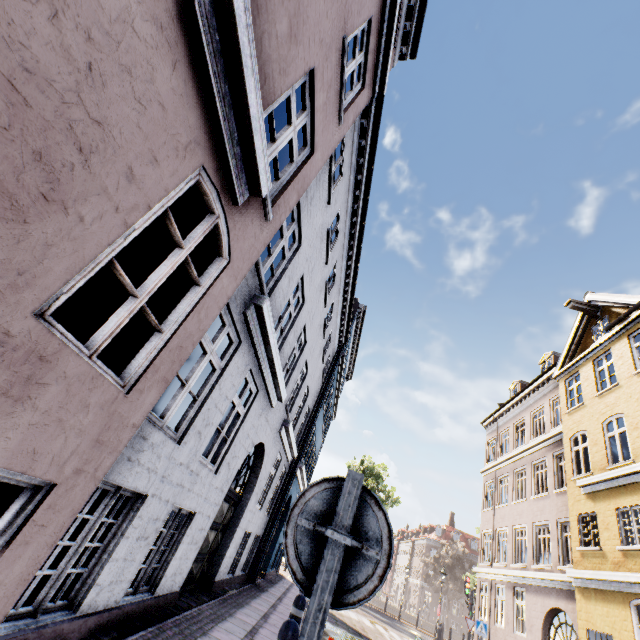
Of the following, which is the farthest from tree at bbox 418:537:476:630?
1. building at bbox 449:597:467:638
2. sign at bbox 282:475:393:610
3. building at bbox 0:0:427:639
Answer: sign at bbox 282:475:393:610

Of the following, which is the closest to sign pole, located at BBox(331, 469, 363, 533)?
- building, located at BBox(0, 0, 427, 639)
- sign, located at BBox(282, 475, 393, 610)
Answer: sign, located at BBox(282, 475, 393, 610)

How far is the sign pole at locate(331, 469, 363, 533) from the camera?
1.6m

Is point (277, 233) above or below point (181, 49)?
above

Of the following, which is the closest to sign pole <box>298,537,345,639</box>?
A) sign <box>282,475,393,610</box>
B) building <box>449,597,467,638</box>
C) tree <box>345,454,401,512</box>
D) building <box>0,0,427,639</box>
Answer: sign <box>282,475,393,610</box>

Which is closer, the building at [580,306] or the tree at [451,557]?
the building at [580,306]

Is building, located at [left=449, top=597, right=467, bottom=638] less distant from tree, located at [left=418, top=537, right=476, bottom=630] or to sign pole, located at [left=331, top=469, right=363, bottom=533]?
tree, located at [left=418, top=537, right=476, bottom=630]

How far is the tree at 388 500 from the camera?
31.2m
